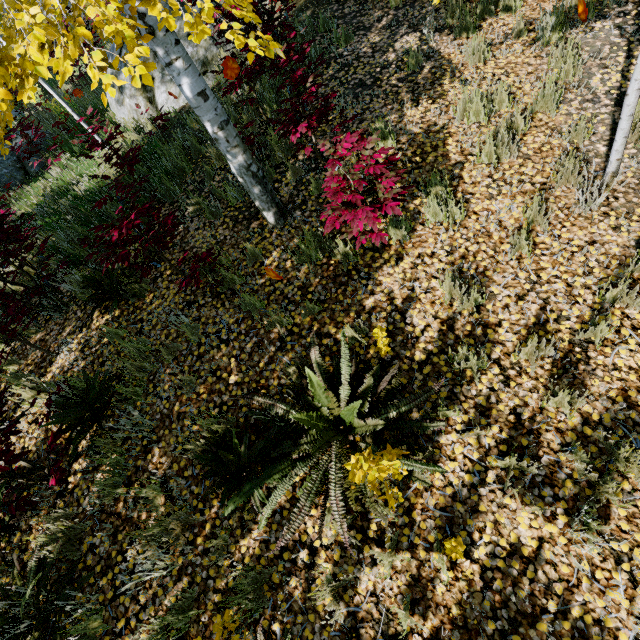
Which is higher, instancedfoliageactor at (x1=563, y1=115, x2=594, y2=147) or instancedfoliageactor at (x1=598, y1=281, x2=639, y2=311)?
instancedfoliageactor at (x1=563, y1=115, x2=594, y2=147)

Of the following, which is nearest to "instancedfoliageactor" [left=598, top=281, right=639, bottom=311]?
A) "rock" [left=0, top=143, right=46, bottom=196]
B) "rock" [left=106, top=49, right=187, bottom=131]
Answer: "rock" [left=106, top=49, right=187, bottom=131]

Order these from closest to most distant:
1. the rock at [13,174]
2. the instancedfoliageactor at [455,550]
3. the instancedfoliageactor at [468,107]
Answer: the instancedfoliageactor at [455,550]
the instancedfoliageactor at [468,107]
the rock at [13,174]

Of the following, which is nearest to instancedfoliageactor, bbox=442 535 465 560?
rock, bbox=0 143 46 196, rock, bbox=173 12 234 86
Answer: rock, bbox=173 12 234 86

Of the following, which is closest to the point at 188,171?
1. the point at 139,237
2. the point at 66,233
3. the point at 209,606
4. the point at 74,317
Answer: the point at 139,237

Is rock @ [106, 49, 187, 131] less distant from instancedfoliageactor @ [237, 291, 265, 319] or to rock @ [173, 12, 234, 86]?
instancedfoliageactor @ [237, 291, 265, 319]

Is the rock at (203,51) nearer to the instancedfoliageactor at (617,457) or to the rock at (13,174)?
the instancedfoliageactor at (617,457)
